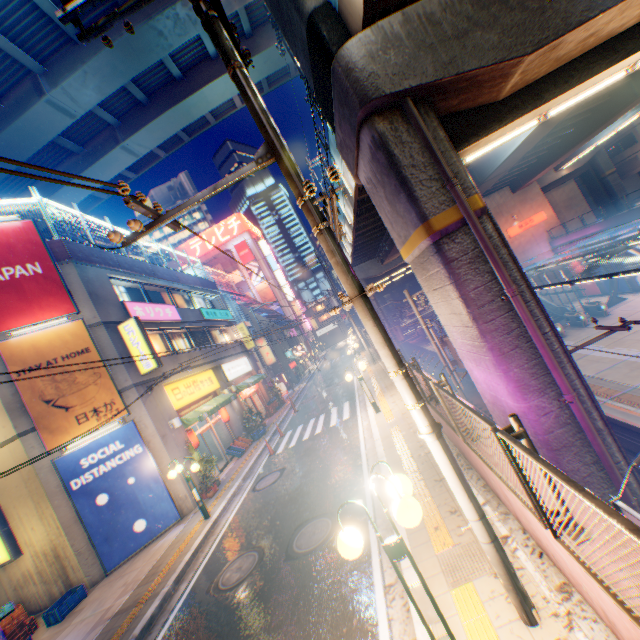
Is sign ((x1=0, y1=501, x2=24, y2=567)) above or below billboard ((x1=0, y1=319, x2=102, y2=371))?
below

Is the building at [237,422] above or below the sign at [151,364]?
below

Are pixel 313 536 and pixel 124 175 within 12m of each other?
no

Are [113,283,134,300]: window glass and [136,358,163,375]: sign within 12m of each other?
yes

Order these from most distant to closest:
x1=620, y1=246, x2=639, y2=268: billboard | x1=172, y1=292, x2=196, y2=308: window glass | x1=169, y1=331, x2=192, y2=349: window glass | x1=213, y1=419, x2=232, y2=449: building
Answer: x1=620, y1=246, x2=639, y2=268: billboard < x1=172, y1=292, x2=196, y2=308: window glass < x1=213, y1=419, x2=232, y2=449: building < x1=169, y1=331, x2=192, y2=349: window glass

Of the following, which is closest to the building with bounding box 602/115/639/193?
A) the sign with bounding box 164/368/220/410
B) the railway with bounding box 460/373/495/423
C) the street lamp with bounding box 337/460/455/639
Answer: the railway with bounding box 460/373/495/423

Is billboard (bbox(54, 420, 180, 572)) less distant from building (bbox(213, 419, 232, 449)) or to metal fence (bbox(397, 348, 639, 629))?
building (bbox(213, 419, 232, 449))

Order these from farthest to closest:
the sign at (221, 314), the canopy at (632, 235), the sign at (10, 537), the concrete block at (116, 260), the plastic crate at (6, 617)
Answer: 1. the sign at (221, 314)
2. the canopy at (632, 235)
3. the concrete block at (116, 260)
4. the sign at (10, 537)
5. the plastic crate at (6, 617)
